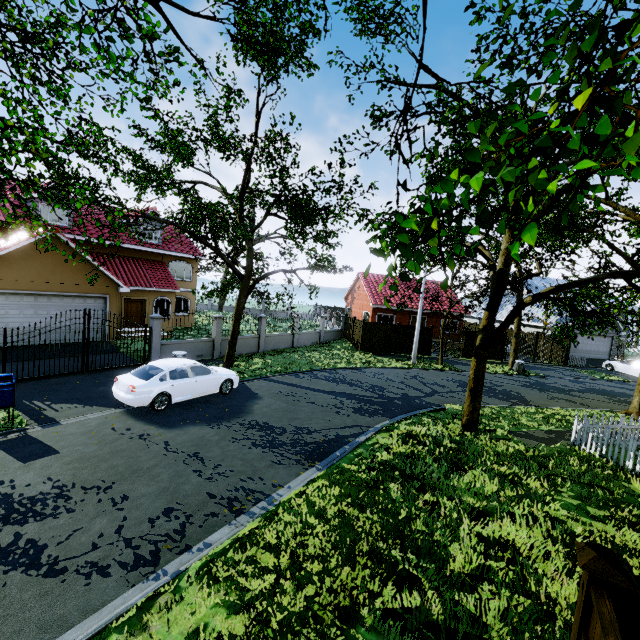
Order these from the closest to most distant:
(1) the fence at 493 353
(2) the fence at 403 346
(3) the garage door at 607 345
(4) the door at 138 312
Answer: (4) the door at 138 312, (2) the fence at 403 346, (1) the fence at 493 353, (3) the garage door at 607 345

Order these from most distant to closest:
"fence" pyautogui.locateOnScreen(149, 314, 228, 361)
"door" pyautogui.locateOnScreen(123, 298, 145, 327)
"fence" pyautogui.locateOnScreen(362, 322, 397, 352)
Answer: "fence" pyautogui.locateOnScreen(362, 322, 397, 352) → "door" pyautogui.locateOnScreen(123, 298, 145, 327) → "fence" pyautogui.locateOnScreen(149, 314, 228, 361)

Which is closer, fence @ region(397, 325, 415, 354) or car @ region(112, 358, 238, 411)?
car @ region(112, 358, 238, 411)

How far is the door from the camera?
22.2m

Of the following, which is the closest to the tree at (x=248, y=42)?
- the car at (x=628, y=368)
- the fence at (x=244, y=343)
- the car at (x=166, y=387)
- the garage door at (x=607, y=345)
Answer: the fence at (x=244, y=343)

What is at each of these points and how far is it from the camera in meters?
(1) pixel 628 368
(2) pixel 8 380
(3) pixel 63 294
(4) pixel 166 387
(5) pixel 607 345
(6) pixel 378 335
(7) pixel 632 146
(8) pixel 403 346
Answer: (1) car, 27.5
(2) mailbox, 8.7
(3) garage door, 16.1
(4) car, 10.9
(5) garage door, 32.4
(6) fence, 25.8
(7) tree, 1.5
(8) fence, 26.2

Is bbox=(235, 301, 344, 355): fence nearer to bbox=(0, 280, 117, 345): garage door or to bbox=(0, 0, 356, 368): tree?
bbox=(0, 0, 356, 368): tree

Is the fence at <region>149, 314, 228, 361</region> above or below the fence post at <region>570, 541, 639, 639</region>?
below
